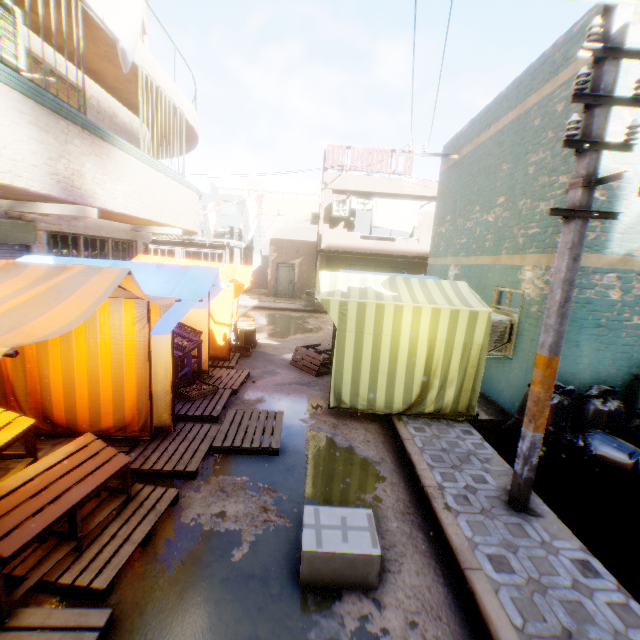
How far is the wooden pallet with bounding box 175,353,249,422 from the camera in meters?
5.7

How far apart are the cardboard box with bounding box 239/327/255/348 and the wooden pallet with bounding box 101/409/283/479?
0.78m

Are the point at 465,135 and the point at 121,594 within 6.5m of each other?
no

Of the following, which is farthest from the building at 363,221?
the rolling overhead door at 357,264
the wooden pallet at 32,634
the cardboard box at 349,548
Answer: the cardboard box at 349,548

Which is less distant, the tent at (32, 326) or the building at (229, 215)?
the tent at (32, 326)

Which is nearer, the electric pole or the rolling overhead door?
the electric pole

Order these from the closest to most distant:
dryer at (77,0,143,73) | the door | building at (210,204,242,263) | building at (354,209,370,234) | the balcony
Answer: dryer at (77,0,143,73) < the balcony < building at (210,204,242,263) < the door < building at (354,209,370,234)

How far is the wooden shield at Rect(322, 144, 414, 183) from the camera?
16.3 meters
